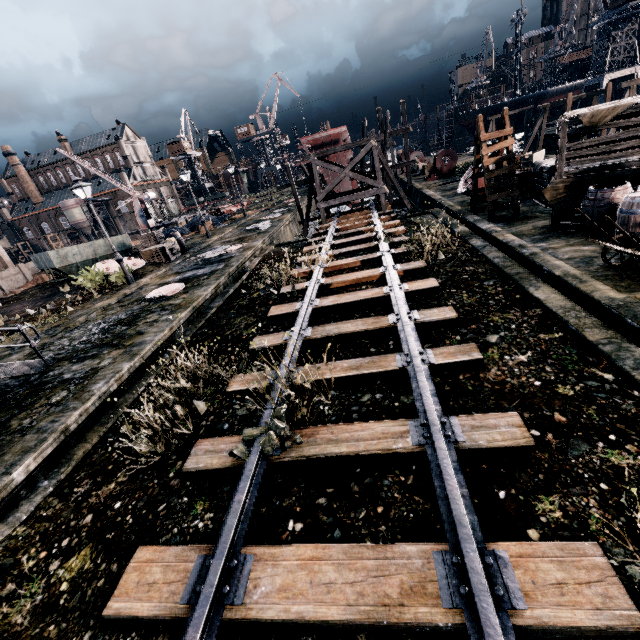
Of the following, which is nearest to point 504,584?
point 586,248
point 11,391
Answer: point 586,248

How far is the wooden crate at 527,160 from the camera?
17.0 meters

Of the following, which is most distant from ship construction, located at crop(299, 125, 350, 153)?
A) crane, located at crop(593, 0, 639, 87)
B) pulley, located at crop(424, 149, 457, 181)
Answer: crane, located at crop(593, 0, 639, 87)

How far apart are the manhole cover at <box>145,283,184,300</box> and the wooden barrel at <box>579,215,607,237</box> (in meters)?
15.74

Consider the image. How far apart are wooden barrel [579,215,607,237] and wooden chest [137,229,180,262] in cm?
2308

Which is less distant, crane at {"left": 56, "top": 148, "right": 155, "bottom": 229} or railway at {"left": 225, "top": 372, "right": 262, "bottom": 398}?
railway at {"left": 225, "top": 372, "right": 262, "bottom": 398}

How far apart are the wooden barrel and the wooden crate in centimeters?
814cm

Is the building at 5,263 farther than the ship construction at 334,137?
Yes
